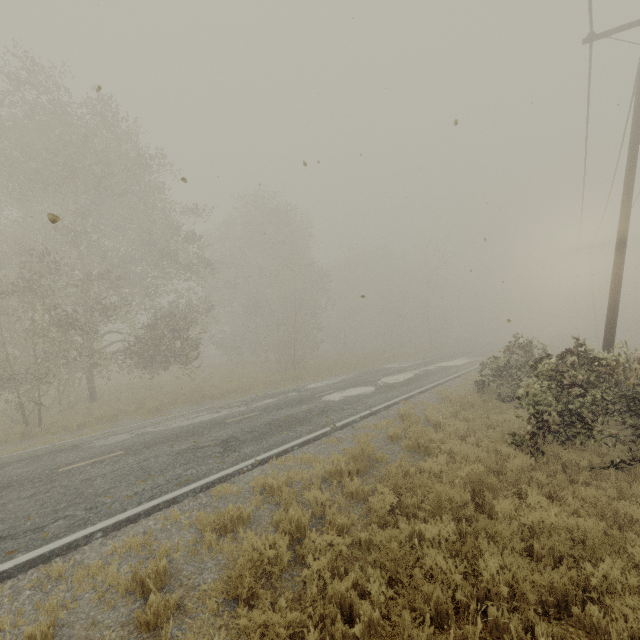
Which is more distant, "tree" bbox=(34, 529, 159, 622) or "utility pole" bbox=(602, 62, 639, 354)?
"utility pole" bbox=(602, 62, 639, 354)

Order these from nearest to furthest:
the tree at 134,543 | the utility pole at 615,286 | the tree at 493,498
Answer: the tree at 134,543
the tree at 493,498
the utility pole at 615,286

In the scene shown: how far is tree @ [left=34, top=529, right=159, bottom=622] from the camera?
4.27m

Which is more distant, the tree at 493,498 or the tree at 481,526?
the tree at 493,498

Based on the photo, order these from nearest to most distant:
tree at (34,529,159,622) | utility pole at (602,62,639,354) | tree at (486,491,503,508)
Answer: tree at (34,529,159,622) → tree at (486,491,503,508) → utility pole at (602,62,639,354)

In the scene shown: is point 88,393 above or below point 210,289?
below

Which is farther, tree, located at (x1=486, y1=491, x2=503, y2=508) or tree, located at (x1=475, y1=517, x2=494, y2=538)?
tree, located at (x1=486, y1=491, x2=503, y2=508)
